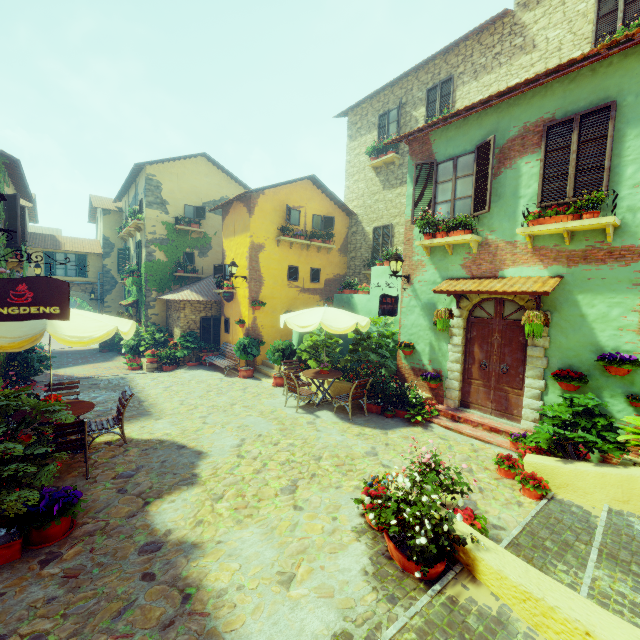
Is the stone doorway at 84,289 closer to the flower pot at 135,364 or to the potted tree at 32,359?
the flower pot at 135,364

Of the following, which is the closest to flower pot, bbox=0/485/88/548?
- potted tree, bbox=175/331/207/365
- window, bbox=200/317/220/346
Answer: potted tree, bbox=175/331/207/365

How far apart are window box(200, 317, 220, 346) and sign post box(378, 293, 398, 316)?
9.95m

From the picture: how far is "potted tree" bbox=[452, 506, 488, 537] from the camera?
3.99m

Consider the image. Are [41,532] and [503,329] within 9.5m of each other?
yes

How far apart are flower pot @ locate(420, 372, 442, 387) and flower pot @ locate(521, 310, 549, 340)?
2.45m

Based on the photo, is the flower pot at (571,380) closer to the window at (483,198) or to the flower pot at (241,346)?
the window at (483,198)

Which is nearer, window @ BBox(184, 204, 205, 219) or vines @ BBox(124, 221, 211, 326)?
vines @ BBox(124, 221, 211, 326)
